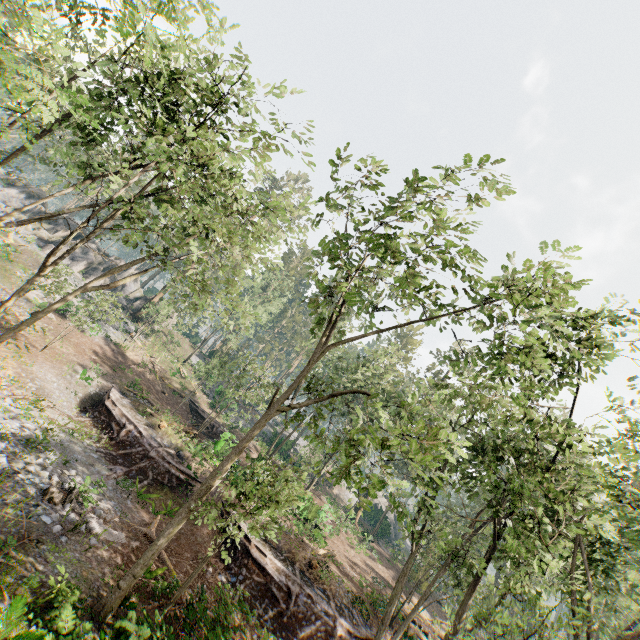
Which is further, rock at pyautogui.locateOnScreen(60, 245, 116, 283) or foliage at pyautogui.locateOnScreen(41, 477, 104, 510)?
rock at pyautogui.locateOnScreen(60, 245, 116, 283)

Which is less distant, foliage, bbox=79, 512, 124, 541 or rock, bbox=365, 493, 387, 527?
foliage, bbox=79, 512, 124, 541

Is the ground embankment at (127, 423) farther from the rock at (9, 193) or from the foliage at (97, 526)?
the rock at (9, 193)

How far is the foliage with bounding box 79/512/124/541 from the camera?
12.37m

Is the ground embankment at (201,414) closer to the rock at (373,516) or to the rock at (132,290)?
the rock at (132,290)

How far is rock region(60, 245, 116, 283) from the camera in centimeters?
4153cm

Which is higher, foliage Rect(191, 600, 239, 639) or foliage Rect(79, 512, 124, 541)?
foliage Rect(191, 600, 239, 639)

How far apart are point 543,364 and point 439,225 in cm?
604
